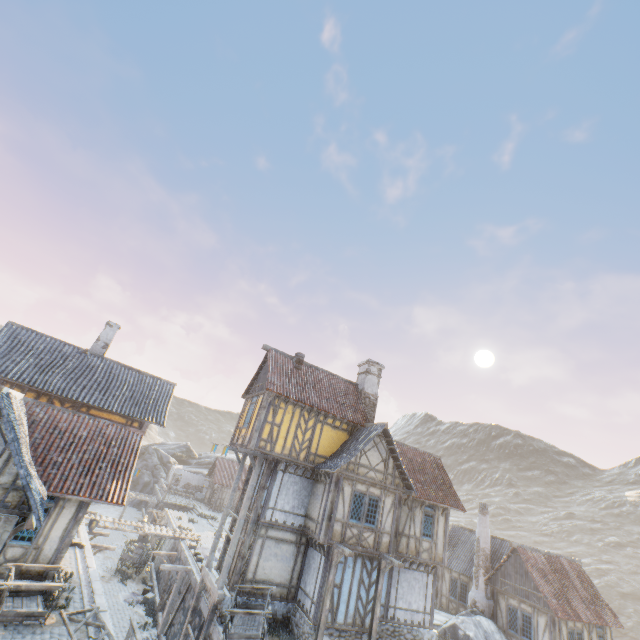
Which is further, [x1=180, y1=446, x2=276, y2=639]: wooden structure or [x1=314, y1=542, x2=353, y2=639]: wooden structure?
[x1=180, y1=446, x2=276, y2=639]: wooden structure

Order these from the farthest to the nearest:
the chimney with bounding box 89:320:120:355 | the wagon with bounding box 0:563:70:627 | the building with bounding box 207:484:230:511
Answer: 1. the building with bounding box 207:484:230:511
2. the chimney with bounding box 89:320:120:355
3. the wagon with bounding box 0:563:70:627

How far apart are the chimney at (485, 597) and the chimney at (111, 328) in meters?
29.6 m

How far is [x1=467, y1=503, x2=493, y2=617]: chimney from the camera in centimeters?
2184cm

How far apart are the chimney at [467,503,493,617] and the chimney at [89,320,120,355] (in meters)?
29.62

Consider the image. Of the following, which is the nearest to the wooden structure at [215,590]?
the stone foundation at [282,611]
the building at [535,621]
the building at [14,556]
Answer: the stone foundation at [282,611]

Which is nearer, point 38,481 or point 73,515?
point 38,481

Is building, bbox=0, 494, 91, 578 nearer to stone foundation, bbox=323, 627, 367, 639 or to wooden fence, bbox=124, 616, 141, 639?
wooden fence, bbox=124, 616, 141, 639
